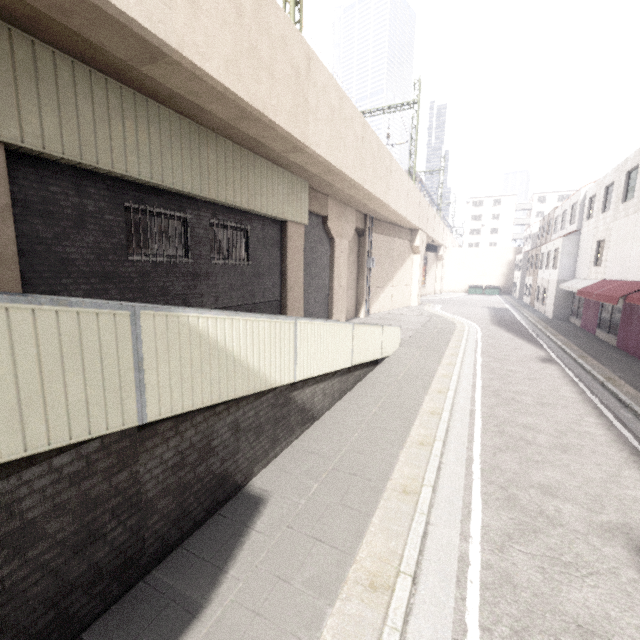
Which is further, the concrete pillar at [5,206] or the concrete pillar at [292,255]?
the concrete pillar at [292,255]

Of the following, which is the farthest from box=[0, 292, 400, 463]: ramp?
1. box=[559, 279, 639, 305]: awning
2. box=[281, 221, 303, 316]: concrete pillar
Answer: box=[559, 279, 639, 305]: awning

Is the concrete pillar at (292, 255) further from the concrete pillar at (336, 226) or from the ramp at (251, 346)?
the ramp at (251, 346)

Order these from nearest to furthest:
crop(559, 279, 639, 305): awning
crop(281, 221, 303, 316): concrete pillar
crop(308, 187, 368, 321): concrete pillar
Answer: crop(559, 279, 639, 305): awning, crop(281, 221, 303, 316): concrete pillar, crop(308, 187, 368, 321): concrete pillar

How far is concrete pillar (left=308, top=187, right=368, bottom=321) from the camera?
16.2 meters

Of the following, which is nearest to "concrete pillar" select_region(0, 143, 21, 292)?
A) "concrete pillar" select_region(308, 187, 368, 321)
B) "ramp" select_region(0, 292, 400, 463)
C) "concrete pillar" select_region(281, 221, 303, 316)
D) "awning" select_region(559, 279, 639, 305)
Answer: "ramp" select_region(0, 292, 400, 463)

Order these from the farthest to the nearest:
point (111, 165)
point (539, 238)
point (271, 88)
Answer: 1. point (539, 238)
2. point (271, 88)
3. point (111, 165)

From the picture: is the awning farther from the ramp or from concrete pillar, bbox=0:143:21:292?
concrete pillar, bbox=0:143:21:292
